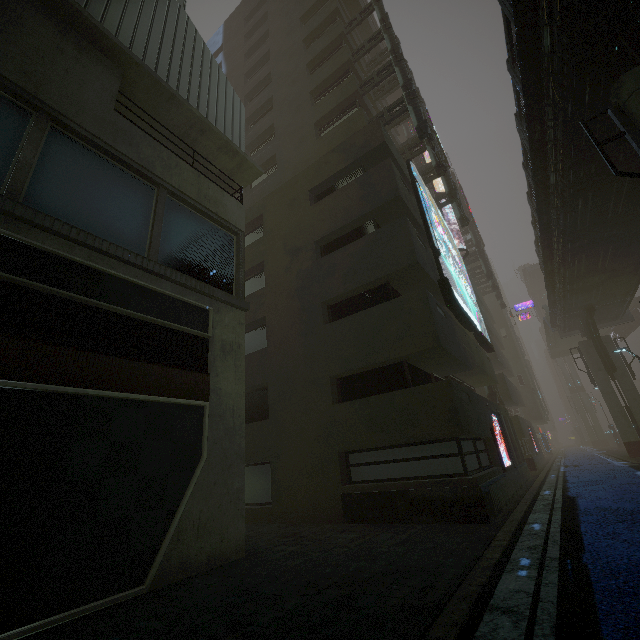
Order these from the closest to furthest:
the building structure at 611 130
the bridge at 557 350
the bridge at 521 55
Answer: the bridge at 521 55 → the building structure at 611 130 → the bridge at 557 350

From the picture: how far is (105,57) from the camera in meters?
8.3

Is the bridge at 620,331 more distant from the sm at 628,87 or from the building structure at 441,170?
the sm at 628,87

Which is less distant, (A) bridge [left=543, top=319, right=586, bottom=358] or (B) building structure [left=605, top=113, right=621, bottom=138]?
(B) building structure [left=605, top=113, right=621, bottom=138]

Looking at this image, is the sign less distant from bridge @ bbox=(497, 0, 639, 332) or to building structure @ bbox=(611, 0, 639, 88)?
bridge @ bbox=(497, 0, 639, 332)

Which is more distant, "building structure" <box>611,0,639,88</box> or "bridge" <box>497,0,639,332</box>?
"bridge" <box>497,0,639,332</box>

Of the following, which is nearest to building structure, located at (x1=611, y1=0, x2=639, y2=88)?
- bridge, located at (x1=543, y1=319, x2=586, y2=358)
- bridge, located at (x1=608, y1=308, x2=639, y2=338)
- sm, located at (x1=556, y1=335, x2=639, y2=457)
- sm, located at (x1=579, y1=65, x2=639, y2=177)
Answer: sm, located at (x1=579, y1=65, x2=639, y2=177)

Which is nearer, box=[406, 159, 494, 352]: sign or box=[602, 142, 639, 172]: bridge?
box=[602, 142, 639, 172]: bridge
